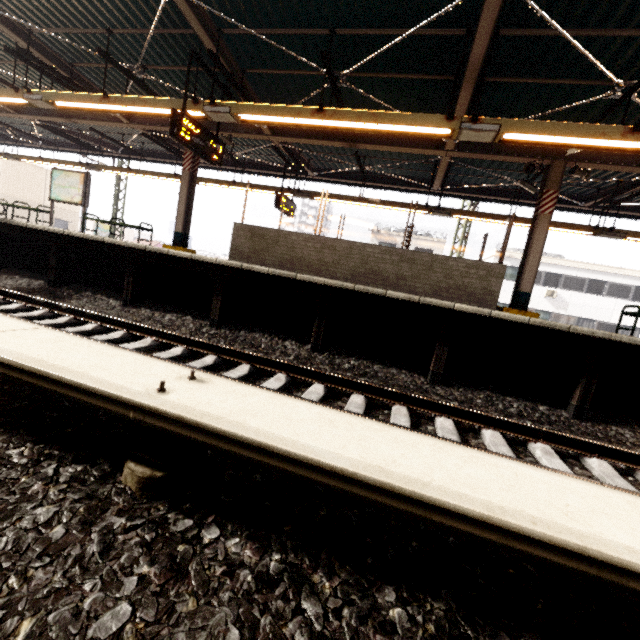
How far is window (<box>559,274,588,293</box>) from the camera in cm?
2456

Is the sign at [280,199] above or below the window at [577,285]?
below

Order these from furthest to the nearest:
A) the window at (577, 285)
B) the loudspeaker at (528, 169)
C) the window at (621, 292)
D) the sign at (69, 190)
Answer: the window at (577, 285)
the window at (621, 292)
the sign at (69, 190)
the loudspeaker at (528, 169)

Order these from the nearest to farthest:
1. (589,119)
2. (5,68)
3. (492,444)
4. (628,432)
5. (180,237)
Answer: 1. (492,444)
2. (628,432)
3. (589,119)
4. (5,68)
5. (180,237)

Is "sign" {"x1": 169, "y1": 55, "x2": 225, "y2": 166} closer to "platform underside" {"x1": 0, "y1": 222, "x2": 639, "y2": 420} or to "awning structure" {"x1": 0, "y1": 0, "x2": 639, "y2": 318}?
"awning structure" {"x1": 0, "y1": 0, "x2": 639, "y2": 318}

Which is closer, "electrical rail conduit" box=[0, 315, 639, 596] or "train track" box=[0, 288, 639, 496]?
"electrical rail conduit" box=[0, 315, 639, 596]

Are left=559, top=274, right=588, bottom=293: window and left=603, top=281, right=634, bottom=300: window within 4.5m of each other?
yes

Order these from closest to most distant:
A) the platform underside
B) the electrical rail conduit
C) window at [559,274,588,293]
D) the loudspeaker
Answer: the electrical rail conduit < the platform underside < the loudspeaker < window at [559,274,588,293]
